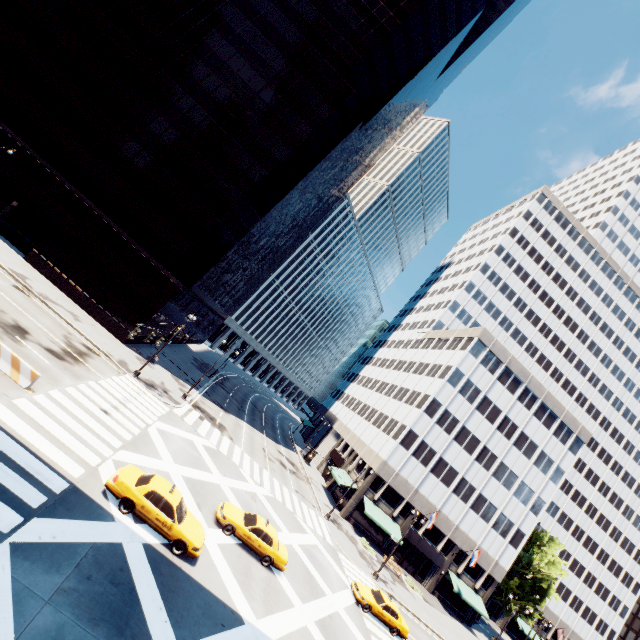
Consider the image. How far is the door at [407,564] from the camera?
42.94m

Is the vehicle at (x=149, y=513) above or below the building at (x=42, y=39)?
below

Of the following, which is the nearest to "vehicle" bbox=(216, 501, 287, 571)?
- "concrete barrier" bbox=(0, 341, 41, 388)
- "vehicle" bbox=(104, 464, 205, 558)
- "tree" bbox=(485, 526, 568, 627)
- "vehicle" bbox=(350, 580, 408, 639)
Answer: "vehicle" bbox=(104, 464, 205, 558)

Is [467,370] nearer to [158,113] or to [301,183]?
[301,183]

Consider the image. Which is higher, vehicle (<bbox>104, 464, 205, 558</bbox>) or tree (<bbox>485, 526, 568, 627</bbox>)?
tree (<bbox>485, 526, 568, 627</bbox>)

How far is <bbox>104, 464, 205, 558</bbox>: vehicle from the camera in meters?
13.9 m

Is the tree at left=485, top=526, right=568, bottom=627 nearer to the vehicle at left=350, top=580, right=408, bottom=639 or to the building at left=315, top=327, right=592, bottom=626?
the building at left=315, top=327, right=592, bottom=626

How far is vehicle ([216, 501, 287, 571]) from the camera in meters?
18.4 m
